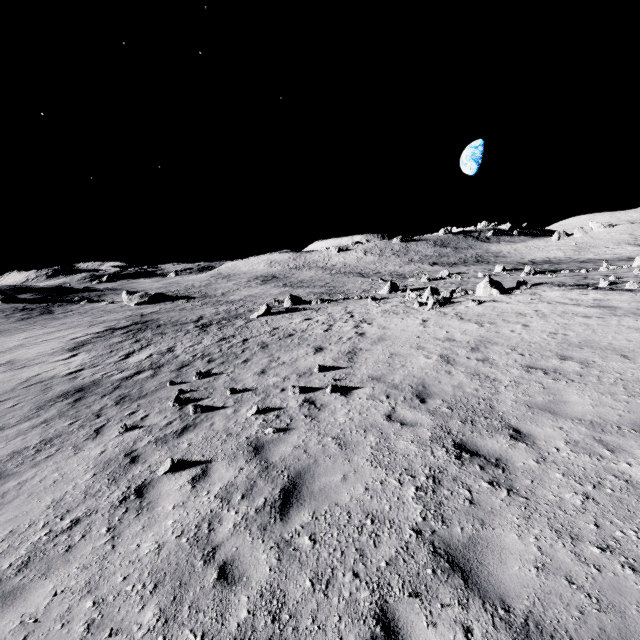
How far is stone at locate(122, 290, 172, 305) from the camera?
52.9m

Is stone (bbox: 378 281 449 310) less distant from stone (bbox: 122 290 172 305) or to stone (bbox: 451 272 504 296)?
stone (bbox: 451 272 504 296)

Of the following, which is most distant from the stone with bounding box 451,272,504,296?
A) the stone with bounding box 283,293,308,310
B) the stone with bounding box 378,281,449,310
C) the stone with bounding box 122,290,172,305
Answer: the stone with bounding box 122,290,172,305

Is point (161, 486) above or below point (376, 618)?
below

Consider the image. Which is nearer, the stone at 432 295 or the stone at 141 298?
the stone at 432 295

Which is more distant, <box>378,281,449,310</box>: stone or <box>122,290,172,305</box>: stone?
<box>122,290,172,305</box>: stone

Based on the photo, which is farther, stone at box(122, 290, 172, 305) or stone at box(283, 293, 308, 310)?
stone at box(122, 290, 172, 305)

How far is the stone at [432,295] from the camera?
19.0 meters
